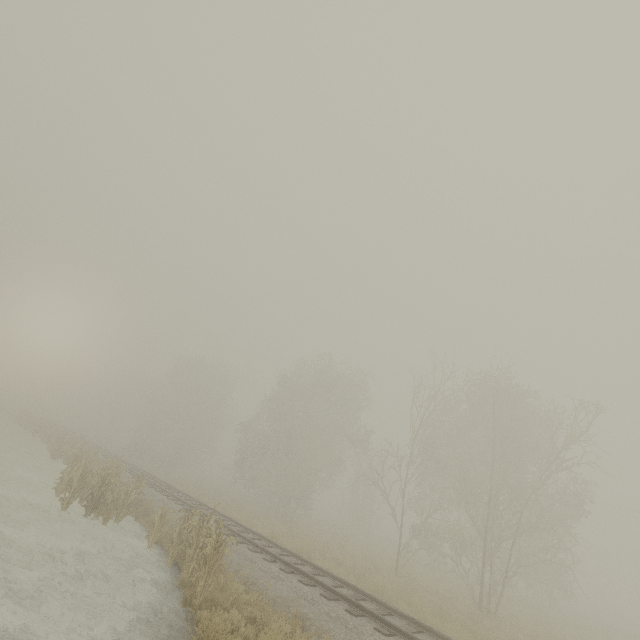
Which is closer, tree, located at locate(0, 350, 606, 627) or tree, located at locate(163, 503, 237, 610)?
tree, located at locate(163, 503, 237, 610)

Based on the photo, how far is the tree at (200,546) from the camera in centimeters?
847cm

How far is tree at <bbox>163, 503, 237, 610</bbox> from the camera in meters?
8.5 m

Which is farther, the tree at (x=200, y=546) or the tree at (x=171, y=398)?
the tree at (x=171, y=398)

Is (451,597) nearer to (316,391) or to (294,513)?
(294,513)
